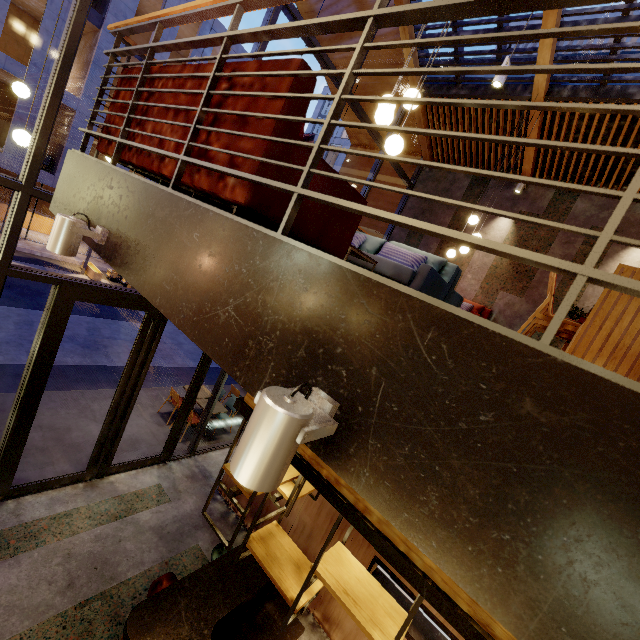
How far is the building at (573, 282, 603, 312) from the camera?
6.91m

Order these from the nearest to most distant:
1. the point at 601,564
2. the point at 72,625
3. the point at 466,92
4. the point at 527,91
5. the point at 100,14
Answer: the point at 601,564
the point at 72,625
the point at 527,91
the point at 466,92
the point at 100,14

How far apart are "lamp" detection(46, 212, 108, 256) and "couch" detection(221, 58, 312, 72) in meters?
0.5

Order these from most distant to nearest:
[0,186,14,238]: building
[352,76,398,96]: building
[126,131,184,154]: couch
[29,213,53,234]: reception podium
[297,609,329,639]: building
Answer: [29,213,53,234]: reception podium
[0,186,14,238]: building
[352,76,398,96]: building
[297,609,329,639]: building
[126,131,184,154]: couch

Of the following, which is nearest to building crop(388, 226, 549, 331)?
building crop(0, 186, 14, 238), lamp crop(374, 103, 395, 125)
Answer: lamp crop(374, 103, 395, 125)

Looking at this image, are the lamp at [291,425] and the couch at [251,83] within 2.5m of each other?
yes

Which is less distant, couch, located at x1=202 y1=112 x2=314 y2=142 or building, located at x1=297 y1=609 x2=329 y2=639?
couch, located at x1=202 y1=112 x2=314 y2=142

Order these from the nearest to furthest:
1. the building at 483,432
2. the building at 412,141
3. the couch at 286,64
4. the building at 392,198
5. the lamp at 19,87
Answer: the building at 483,432 < the couch at 286,64 < the lamp at 19,87 < the building at 412,141 < the building at 392,198
